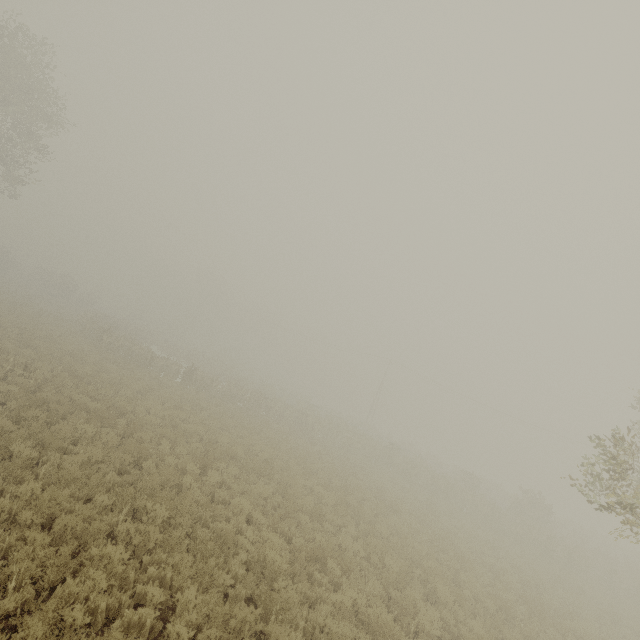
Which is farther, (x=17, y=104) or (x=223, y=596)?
(x=17, y=104)
